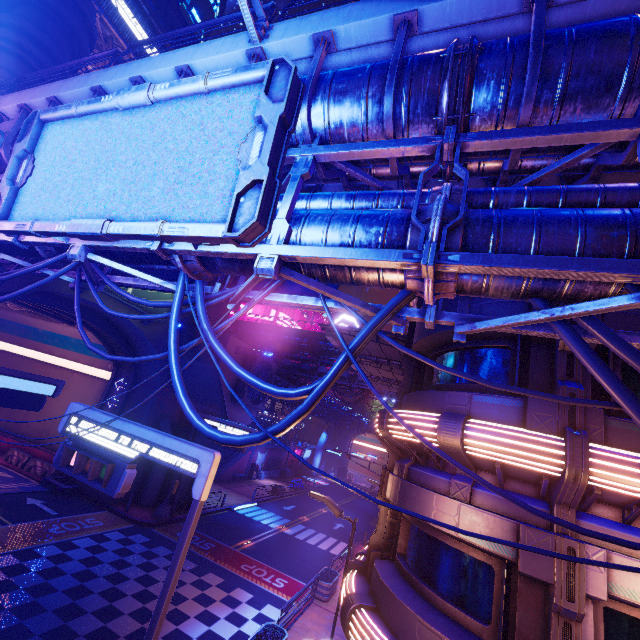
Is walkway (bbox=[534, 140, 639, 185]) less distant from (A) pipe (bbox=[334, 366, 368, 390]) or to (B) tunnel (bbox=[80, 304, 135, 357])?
(B) tunnel (bbox=[80, 304, 135, 357])

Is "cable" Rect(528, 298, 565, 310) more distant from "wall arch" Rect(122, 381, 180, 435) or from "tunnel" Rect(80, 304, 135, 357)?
"tunnel" Rect(80, 304, 135, 357)

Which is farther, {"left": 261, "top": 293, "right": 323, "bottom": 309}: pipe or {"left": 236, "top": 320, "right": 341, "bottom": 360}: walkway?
{"left": 236, "top": 320, "right": 341, "bottom": 360}: walkway

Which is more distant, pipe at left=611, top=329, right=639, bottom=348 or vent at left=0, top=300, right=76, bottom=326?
vent at left=0, top=300, right=76, bottom=326

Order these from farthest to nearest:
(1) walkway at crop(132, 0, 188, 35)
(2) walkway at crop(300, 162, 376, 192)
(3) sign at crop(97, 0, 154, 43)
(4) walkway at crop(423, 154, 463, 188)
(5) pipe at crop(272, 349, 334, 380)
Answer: (5) pipe at crop(272, 349, 334, 380), (1) walkway at crop(132, 0, 188, 35), (3) sign at crop(97, 0, 154, 43), (2) walkway at crop(300, 162, 376, 192), (4) walkway at crop(423, 154, 463, 188)

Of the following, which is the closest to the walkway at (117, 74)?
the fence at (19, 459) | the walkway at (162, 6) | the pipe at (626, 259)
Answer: the pipe at (626, 259)

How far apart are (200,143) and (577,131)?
5.7m

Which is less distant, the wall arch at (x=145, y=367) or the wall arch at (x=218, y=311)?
the wall arch at (x=145, y=367)
